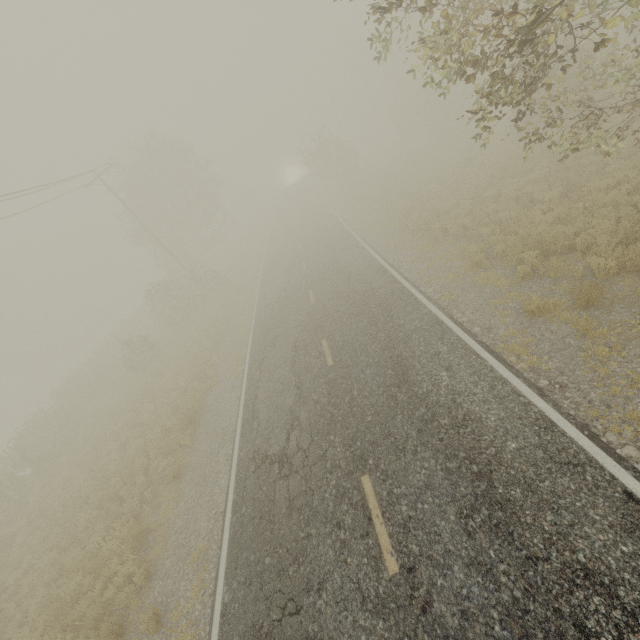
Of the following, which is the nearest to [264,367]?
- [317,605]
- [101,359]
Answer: [317,605]

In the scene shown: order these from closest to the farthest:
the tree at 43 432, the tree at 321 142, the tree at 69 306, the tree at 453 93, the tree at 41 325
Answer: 1. the tree at 453 93
2. the tree at 43 432
3. the tree at 321 142
4. the tree at 41 325
5. the tree at 69 306

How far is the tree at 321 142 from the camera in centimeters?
3250cm

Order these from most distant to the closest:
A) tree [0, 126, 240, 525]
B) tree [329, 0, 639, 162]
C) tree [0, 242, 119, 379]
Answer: tree [0, 242, 119, 379], tree [0, 126, 240, 525], tree [329, 0, 639, 162]

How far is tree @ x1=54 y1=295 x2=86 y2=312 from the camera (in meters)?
57.06

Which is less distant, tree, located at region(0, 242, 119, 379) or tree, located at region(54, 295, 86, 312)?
tree, located at region(0, 242, 119, 379)
